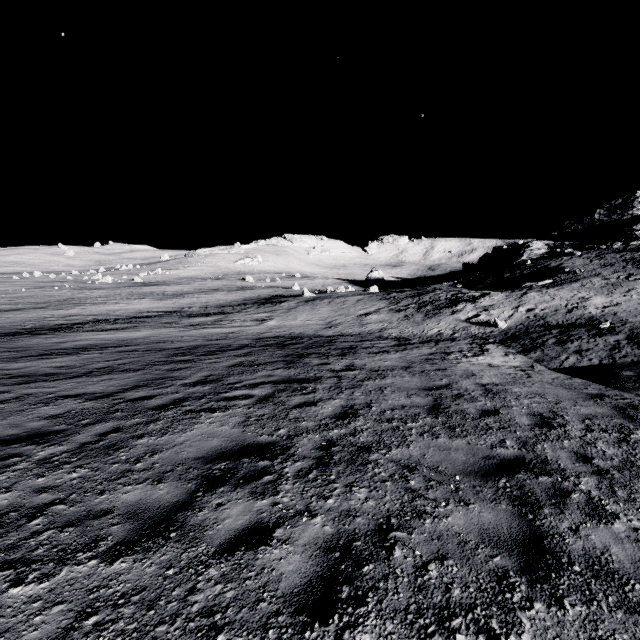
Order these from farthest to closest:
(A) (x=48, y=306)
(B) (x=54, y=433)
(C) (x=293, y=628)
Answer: (A) (x=48, y=306) < (B) (x=54, y=433) < (C) (x=293, y=628)
